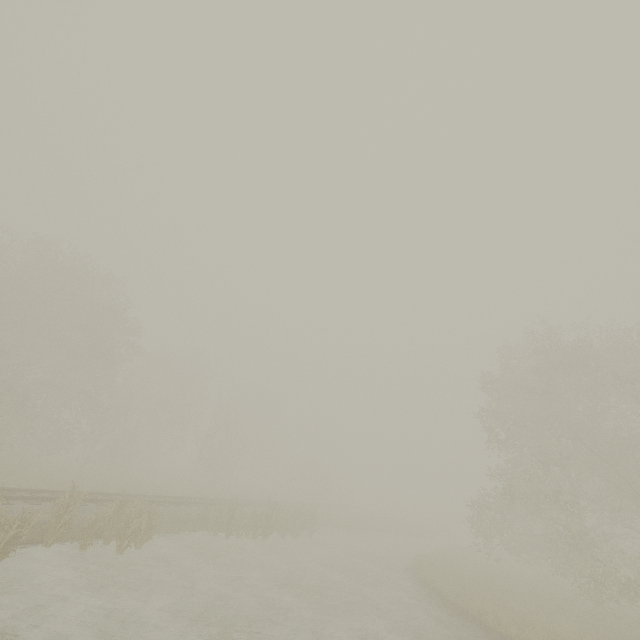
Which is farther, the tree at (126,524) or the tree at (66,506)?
the tree at (126,524)

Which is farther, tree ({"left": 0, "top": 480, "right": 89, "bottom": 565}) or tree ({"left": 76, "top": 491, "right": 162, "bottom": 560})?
tree ({"left": 76, "top": 491, "right": 162, "bottom": 560})

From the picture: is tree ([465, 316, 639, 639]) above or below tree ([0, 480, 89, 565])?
above

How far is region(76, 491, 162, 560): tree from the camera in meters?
11.5 m

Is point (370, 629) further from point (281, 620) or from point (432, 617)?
point (432, 617)

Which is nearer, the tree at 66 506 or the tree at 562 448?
the tree at 66 506

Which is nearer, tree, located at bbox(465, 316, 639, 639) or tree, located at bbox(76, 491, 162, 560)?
tree, located at bbox(76, 491, 162, 560)
